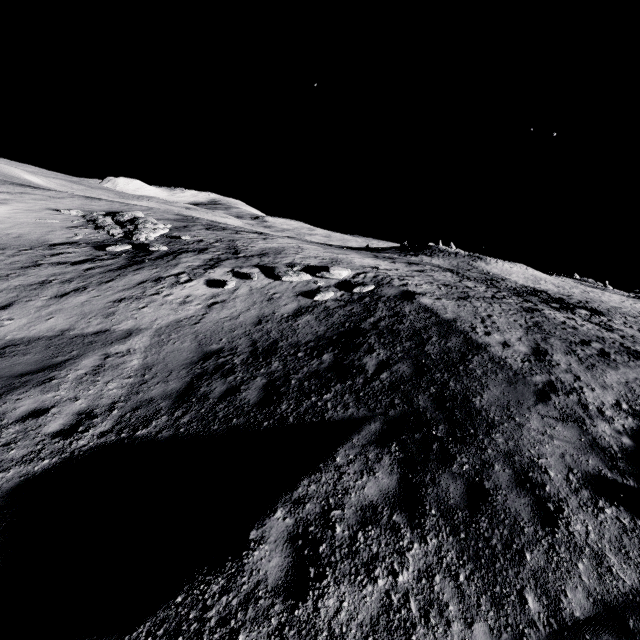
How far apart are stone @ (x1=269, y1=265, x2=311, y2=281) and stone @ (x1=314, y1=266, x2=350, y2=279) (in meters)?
0.25

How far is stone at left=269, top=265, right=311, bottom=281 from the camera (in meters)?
14.74

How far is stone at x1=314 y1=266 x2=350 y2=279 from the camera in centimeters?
1520cm

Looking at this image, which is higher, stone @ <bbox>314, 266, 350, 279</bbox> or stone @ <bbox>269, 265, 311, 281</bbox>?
stone @ <bbox>314, 266, 350, 279</bbox>

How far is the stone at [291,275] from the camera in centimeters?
1474cm

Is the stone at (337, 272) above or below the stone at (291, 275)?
above

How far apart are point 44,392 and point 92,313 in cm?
445
